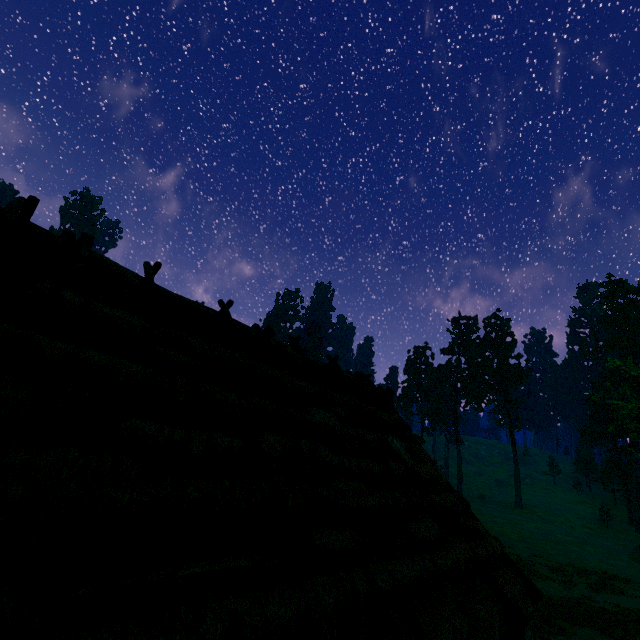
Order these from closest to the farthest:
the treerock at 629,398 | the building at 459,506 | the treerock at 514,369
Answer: the building at 459,506 < the treerock at 629,398 < the treerock at 514,369

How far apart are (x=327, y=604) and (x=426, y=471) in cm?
575

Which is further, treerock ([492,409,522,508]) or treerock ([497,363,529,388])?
treerock ([497,363,529,388])

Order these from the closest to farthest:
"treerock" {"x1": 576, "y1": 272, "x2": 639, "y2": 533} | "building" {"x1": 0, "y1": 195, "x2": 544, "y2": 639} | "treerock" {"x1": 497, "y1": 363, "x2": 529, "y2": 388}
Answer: "building" {"x1": 0, "y1": 195, "x2": 544, "y2": 639} → "treerock" {"x1": 576, "y1": 272, "x2": 639, "y2": 533} → "treerock" {"x1": 497, "y1": 363, "x2": 529, "y2": 388}

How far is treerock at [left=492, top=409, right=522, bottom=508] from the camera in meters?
55.0 m

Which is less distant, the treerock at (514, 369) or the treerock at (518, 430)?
the treerock at (518, 430)
